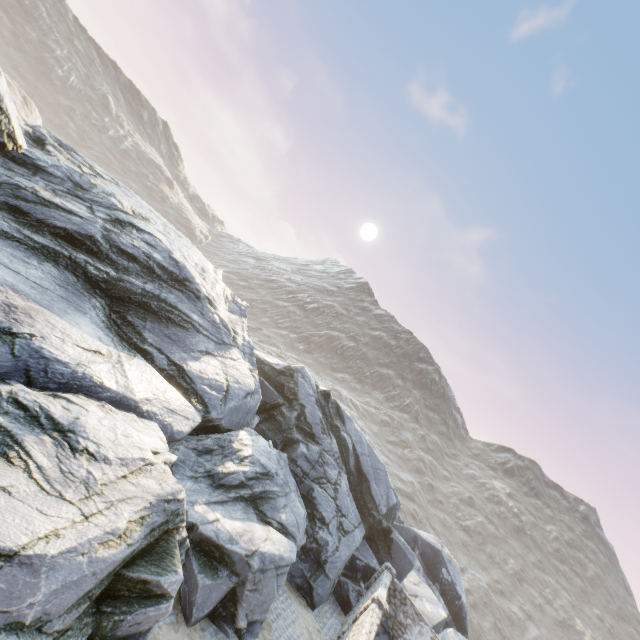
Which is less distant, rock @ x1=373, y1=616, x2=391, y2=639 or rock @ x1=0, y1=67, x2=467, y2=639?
rock @ x1=0, y1=67, x2=467, y2=639

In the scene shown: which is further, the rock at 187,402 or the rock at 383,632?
the rock at 383,632

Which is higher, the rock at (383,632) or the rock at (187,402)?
the rock at (187,402)

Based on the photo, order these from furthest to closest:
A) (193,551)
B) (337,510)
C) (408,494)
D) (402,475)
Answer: (402,475) < (408,494) < (337,510) < (193,551)

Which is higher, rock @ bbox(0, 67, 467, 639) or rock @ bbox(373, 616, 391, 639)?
rock @ bbox(0, 67, 467, 639)
